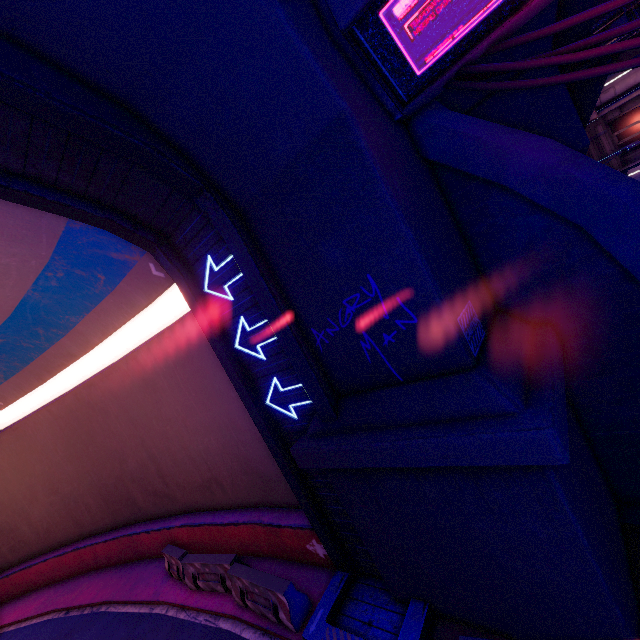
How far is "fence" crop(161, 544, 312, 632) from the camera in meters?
7.3 m

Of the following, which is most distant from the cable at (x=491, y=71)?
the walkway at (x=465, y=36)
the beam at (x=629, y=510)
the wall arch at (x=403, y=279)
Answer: the beam at (x=629, y=510)

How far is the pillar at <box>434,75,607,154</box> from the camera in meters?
5.9 m

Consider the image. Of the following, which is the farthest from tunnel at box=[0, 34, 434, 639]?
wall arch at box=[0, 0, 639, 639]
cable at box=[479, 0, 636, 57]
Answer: cable at box=[479, 0, 636, 57]

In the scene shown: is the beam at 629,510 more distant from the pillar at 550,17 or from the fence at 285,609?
the fence at 285,609

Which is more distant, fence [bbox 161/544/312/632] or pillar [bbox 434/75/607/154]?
fence [bbox 161/544/312/632]

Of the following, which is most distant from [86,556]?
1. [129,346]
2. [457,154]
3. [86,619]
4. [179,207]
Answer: [457,154]
